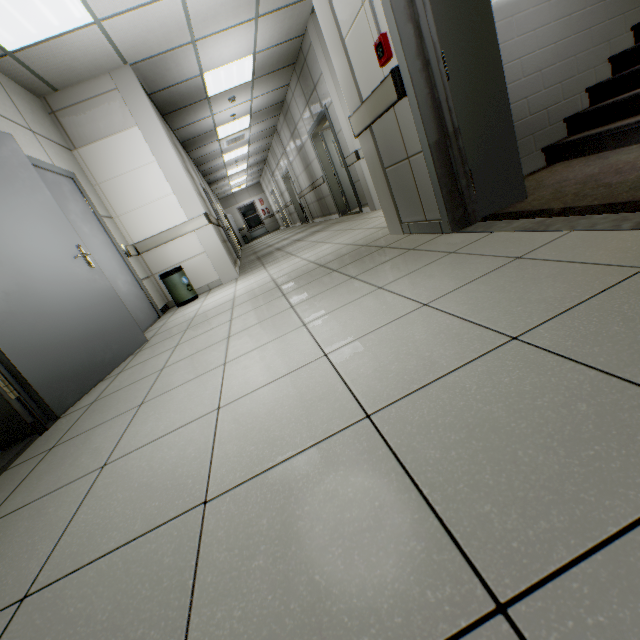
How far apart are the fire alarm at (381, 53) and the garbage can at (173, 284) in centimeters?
389cm

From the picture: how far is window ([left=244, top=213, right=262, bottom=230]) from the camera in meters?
22.3

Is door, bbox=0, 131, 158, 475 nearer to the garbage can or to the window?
the garbage can

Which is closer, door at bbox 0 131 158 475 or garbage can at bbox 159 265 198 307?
door at bbox 0 131 158 475

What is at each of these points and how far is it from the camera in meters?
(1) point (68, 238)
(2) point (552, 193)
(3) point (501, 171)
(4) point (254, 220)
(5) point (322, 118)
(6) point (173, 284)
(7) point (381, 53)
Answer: (1) door, 2.8
(2) stairs, 2.2
(3) door, 2.3
(4) window, 22.4
(5) door, 6.8
(6) garbage can, 4.9
(7) fire alarm, 2.1

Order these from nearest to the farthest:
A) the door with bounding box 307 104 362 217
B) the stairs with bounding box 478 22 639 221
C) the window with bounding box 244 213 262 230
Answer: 1. the stairs with bounding box 478 22 639 221
2. the door with bounding box 307 104 362 217
3. the window with bounding box 244 213 262 230

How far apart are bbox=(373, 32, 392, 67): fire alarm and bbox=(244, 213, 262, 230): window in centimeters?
2142cm

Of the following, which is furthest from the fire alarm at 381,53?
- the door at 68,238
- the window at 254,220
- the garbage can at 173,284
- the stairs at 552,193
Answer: the window at 254,220
